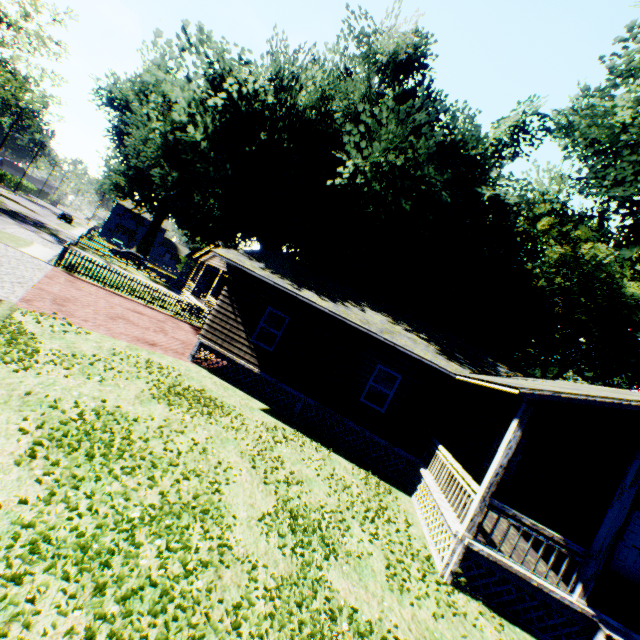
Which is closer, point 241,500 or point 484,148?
point 241,500

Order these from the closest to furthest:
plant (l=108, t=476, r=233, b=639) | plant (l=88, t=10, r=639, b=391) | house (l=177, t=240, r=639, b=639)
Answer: plant (l=108, t=476, r=233, b=639) → house (l=177, t=240, r=639, b=639) → plant (l=88, t=10, r=639, b=391)

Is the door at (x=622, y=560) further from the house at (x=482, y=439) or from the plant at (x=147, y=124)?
the plant at (x=147, y=124)

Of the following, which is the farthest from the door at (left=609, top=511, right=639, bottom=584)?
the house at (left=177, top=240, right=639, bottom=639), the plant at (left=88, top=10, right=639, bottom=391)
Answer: the plant at (left=88, top=10, right=639, bottom=391)

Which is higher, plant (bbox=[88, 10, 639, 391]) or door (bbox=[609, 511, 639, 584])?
plant (bbox=[88, 10, 639, 391])

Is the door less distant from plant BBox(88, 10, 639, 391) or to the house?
the house

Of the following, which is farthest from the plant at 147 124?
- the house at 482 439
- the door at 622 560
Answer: the door at 622 560
